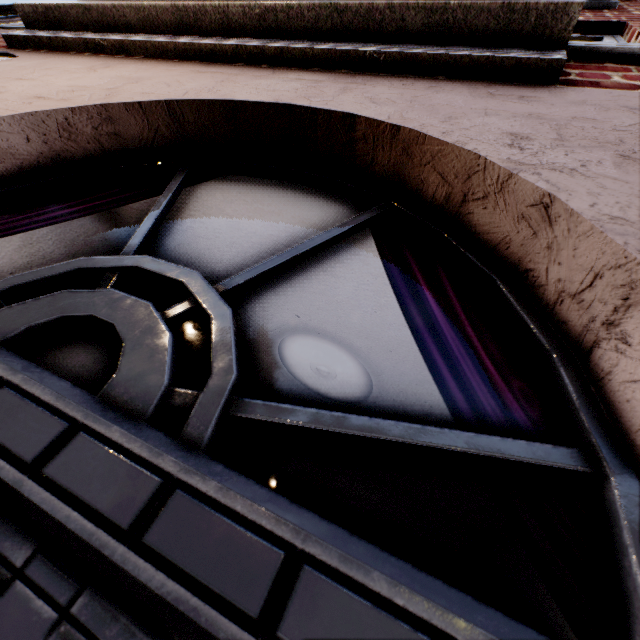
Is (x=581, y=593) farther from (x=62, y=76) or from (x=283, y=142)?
(x=62, y=76)
